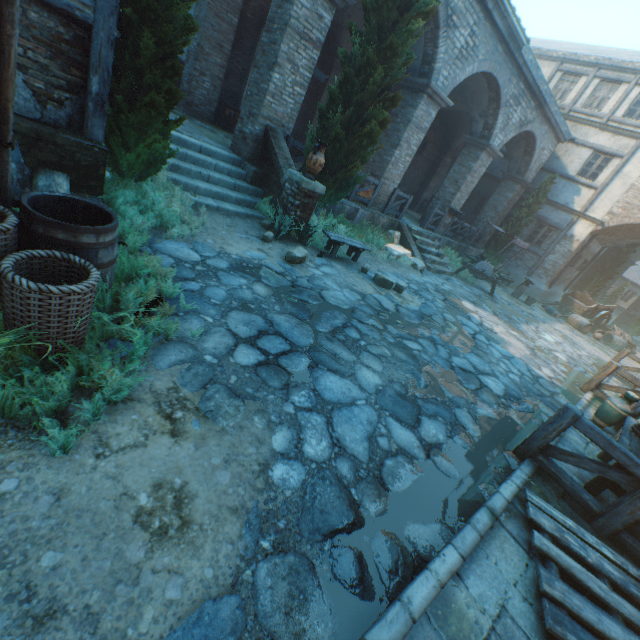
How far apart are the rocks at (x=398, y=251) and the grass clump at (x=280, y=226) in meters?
3.9 m

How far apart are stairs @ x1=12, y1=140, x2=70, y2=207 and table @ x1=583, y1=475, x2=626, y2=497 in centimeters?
655cm

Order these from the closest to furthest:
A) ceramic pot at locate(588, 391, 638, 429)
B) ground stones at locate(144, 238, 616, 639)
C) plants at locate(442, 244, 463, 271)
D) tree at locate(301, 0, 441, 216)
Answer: ground stones at locate(144, 238, 616, 639) < ceramic pot at locate(588, 391, 638, 429) < tree at locate(301, 0, 441, 216) < plants at locate(442, 244, 463, 271)

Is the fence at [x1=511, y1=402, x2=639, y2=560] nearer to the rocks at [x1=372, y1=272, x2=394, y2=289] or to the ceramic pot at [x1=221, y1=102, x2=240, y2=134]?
the rocks at [x1=372, y1=272, x2=394, y2=289]

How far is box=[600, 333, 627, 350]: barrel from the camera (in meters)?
16.11

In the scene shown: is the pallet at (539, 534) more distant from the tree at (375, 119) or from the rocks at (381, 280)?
the tree at (375, 119)

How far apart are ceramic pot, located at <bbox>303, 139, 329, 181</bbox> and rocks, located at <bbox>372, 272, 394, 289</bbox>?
2.6 meters

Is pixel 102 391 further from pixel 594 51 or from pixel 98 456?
pixel 594 51
